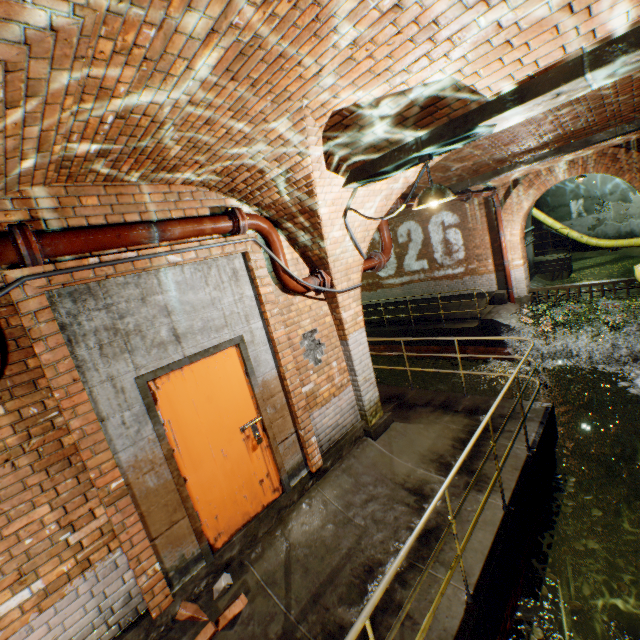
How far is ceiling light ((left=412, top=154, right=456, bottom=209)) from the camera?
3.3 meters

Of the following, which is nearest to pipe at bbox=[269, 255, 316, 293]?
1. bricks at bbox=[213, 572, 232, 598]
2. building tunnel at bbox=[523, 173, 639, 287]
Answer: bricks at bbox=[213, 572, 232, 598]

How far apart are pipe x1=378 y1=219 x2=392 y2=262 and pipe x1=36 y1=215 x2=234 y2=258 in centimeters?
303cm

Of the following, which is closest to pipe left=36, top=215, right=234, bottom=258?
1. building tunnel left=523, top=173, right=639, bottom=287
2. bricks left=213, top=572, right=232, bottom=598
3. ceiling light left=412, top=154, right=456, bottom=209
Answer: ceiling light left=412, top=154, right=456, bottom=209

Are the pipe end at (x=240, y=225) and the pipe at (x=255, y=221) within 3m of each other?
yes

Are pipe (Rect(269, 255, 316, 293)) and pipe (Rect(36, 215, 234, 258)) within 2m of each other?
yes

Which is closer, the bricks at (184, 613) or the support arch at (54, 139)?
the support arch at (54, 139)

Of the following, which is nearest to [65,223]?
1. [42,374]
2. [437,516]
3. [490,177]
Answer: [42,374]
